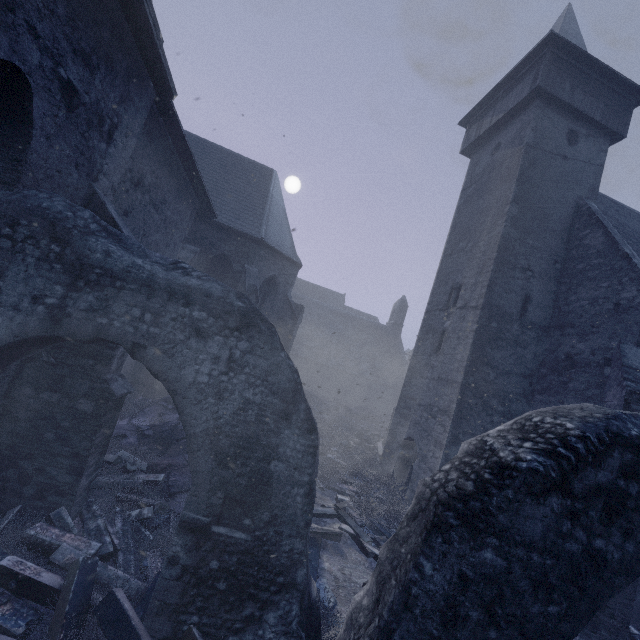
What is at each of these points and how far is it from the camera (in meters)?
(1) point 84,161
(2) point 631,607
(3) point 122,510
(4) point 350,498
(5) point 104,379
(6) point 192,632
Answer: (1) building, 4.55
(2) building, 5.66
(3) instancedfoliageactor, 5.30
(4) instancedfoliageactor, 8.68
(5) building, 4.83
(6) instancedfoliageactor, 3.30

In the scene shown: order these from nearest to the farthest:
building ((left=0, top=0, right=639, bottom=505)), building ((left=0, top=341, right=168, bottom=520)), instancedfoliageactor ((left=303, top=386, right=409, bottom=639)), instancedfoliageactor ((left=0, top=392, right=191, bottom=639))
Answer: instancedfoliageactor ((left=0, top=392, right=191, bottom=639)) < building ((left=0, top=0, right=639, bottom=505)) < building ((left=0, top=341, right=168, bottom=520)) < instancedfoliageactor ((left=303, top=386, right=409, bottom=639))

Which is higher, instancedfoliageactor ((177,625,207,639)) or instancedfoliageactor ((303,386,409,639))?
instancedfoliageactor ((177,625,207,639))

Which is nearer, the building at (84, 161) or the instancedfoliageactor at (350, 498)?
the building at (84, 161)

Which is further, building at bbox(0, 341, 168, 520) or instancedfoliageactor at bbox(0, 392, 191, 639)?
building at bbox(0, 341, 168, 520)
